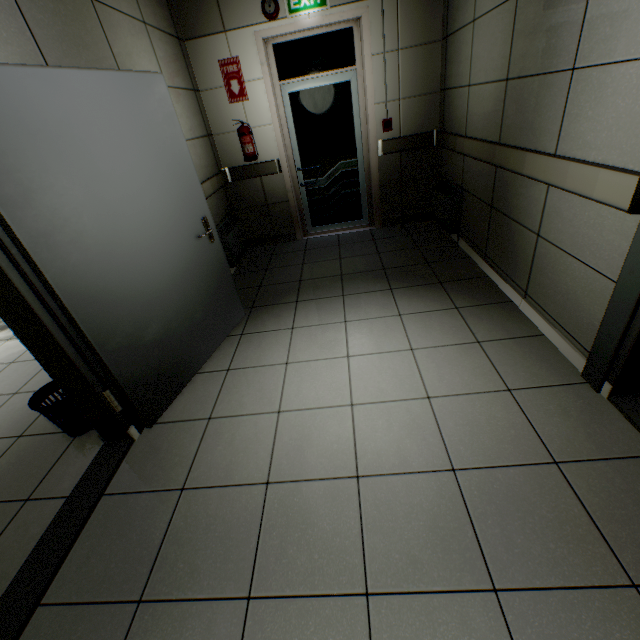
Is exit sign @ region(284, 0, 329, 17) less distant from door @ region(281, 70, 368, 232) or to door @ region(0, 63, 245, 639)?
door @ region(281, 70, 368, 232)

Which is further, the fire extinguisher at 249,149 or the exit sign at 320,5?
the fire extinguisher at 249,149

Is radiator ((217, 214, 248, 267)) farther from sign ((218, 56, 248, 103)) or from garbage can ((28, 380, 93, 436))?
garbage can ((28, 380, 93, 436))

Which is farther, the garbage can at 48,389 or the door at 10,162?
the garbage can at 48,389

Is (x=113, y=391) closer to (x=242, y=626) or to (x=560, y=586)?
(x=242, y=626)

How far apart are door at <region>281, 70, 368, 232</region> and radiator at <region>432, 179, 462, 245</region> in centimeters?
97cm

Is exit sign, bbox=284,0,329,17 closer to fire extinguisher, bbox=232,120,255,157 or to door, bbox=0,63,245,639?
fire extinguisher, bbox=232,120,255,157

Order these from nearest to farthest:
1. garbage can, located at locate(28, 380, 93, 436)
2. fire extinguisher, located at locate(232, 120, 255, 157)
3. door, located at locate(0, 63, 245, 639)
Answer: door, located at locate(0, 63, 245, 639) < garbage can, located at locate(28, 380, 93, 436) < fire extinguisher, located at locate(232, 120, 255, 157)
